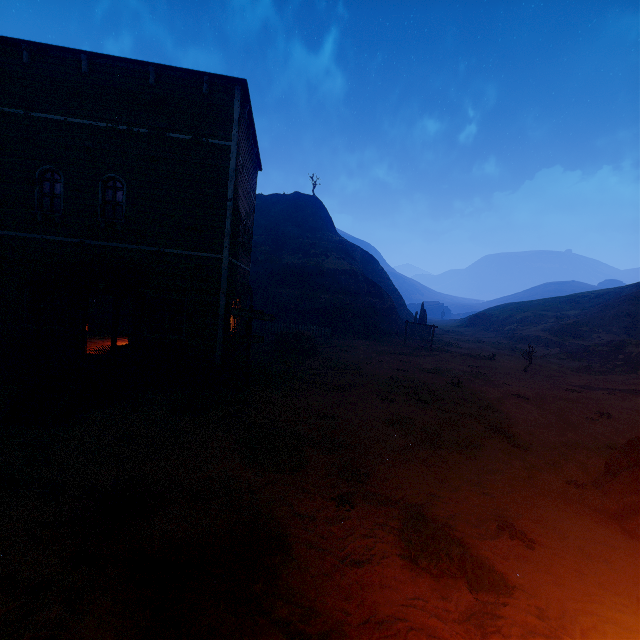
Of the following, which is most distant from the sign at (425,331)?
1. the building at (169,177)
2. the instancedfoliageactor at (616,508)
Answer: the instancedfoliageactor at (616,508)

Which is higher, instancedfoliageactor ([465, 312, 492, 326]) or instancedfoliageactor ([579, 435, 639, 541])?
instancedfoliageactor ([465, 312, 492, 326])

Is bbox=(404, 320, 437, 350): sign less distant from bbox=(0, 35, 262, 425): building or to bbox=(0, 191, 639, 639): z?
bbox=(0, 191, 639, 639): z

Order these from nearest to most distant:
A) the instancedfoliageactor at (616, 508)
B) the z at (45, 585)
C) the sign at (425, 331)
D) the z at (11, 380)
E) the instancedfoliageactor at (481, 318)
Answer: the z at (45, 585) → the instancedfoliageactor at (616, 508) → the z at (11, 380) → the sign at (425, 331) → the instancedfoliageactor at (481, 318)

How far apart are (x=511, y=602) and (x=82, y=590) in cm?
584

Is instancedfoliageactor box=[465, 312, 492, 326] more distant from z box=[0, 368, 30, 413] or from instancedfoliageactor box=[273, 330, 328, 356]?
instancedfoliageactor box=[273, 330, 328, 356]

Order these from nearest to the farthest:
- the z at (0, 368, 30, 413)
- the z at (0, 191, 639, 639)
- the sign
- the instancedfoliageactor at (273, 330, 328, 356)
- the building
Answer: the z at (0, 191, 639, 639) → the z at (0, 368, 30, 413) → the building → the instancedfoliageactor at (273, 330, 328, 356) → the sign

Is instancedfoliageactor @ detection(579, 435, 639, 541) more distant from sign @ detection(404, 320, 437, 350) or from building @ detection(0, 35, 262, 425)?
sign @ detection(404, 320, 437, 350)
